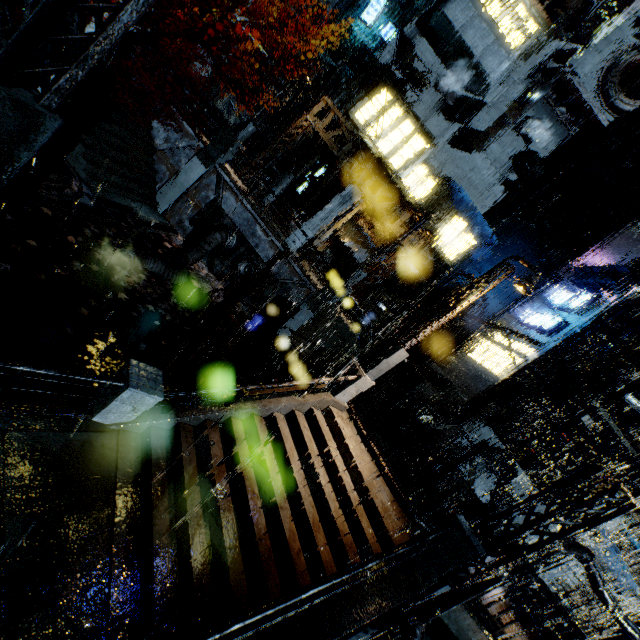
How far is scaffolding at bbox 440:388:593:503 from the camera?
14.5 meters

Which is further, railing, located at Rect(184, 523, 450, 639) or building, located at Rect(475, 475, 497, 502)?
building, located at Rect(475, 475, 497, 502)

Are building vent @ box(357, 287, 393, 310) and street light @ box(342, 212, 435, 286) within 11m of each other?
yes

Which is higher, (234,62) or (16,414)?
(234,62)

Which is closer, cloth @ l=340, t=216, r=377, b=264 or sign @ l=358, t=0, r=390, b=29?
sign @ l=358, t=0, r=390, b=29

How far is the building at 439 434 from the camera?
20.1 meters

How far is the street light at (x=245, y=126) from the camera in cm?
1667

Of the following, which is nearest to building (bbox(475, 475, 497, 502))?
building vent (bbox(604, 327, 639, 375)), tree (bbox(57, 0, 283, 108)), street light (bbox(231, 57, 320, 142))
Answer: building vent (bbox(604, 327, 639, 375))
